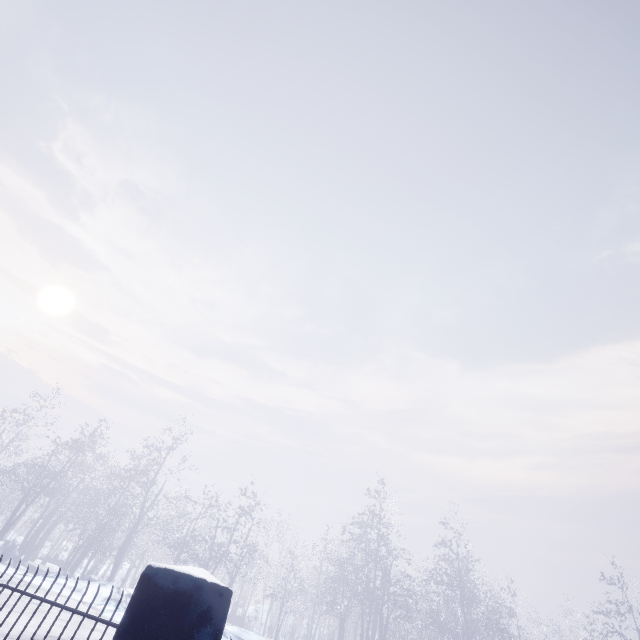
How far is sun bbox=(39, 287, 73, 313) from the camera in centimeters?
4909cm

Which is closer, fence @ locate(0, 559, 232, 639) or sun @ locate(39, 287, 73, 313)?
fence @ locate(0, 559, 232, 639)

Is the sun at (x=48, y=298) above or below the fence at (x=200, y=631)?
above

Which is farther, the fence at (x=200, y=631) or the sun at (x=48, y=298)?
the sun at (x=48, y=298)

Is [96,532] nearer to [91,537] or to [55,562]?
[91,537]

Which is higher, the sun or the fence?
the sun
